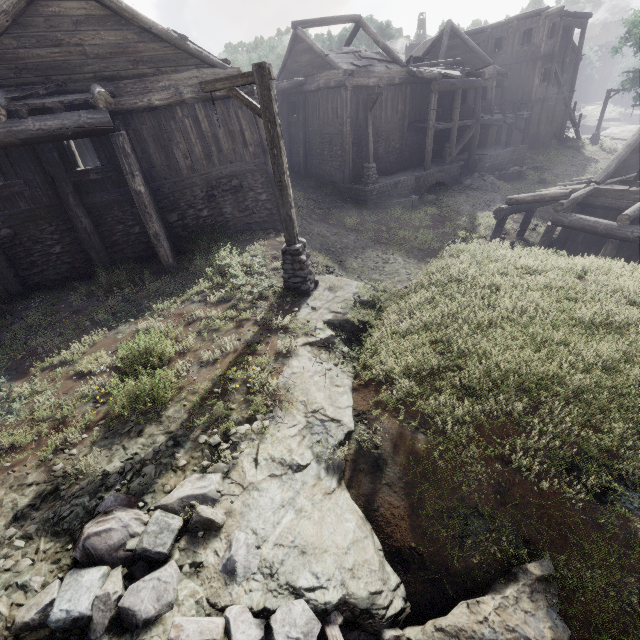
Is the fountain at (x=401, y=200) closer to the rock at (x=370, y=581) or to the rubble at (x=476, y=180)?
the rubble at (x=476, y=180)

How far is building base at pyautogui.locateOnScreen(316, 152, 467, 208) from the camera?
19.8 meters

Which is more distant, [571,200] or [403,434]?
[571,200]

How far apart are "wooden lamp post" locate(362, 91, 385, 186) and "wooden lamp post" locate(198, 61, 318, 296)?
13.0m

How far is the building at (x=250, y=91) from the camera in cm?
1124

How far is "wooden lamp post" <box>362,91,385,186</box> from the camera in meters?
17.2

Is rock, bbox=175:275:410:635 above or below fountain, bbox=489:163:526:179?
above

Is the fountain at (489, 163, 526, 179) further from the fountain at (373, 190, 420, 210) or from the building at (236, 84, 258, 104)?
the fountain at (373, 190, 420, 210)
